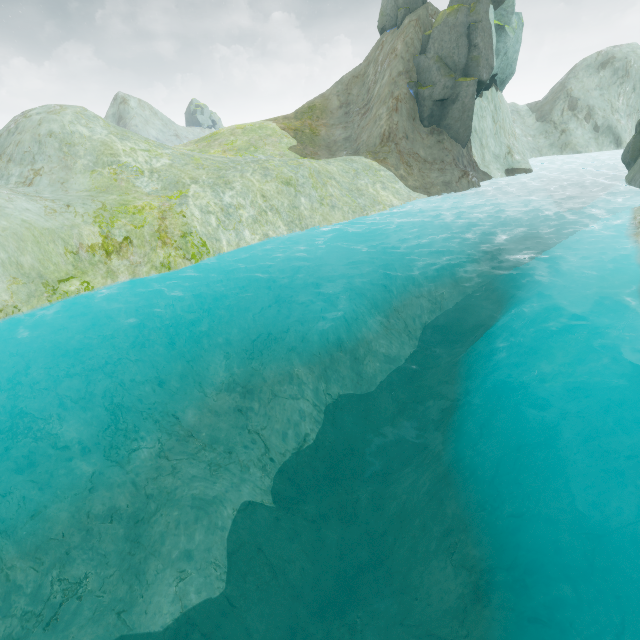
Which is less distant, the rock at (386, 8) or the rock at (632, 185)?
the rock at (632, 185)

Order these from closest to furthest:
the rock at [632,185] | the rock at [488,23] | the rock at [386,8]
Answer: the rock at [632,185]
the rock at [488,23]
the rock at [386,8]

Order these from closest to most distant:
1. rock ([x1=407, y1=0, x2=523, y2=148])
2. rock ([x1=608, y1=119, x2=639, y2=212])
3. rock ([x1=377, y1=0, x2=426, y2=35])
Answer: rock ([x1=608, y1=119, x2=639, y2=212]) → rock ([x1=407, y1=0, x2=523, y2=148]) → rock ([x1=377, y1=0, x2=426, y2=35])

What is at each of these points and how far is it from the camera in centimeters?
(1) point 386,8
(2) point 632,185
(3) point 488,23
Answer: (1) rock, 3303cm
(2) rock, 2345cm
(3) rock, 2733cm

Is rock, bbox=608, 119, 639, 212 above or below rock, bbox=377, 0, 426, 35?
below

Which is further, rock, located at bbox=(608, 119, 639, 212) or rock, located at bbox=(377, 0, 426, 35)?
rock, located at bbox=(377, 0, 426, 35)
